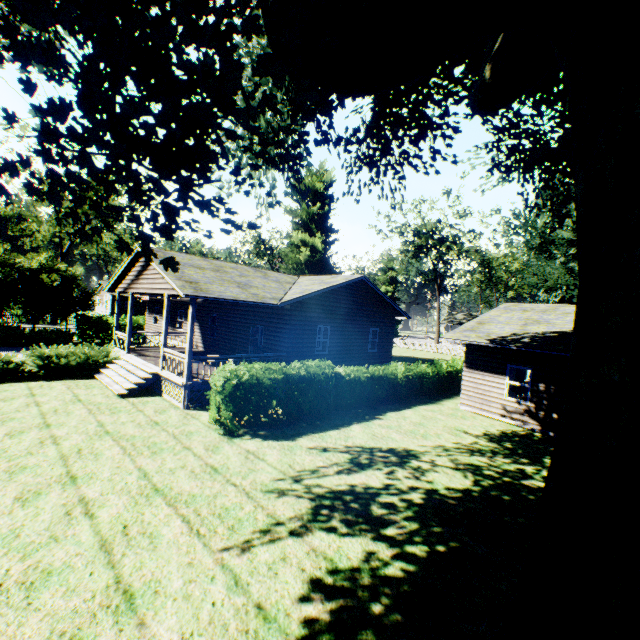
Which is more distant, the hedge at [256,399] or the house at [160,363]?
the house at [160,363]

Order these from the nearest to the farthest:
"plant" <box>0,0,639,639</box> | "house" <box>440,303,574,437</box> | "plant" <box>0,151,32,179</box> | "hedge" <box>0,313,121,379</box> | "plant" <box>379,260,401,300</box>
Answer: "plant" <box>0,0,639,639</box> < "plant" <box>0,151,32,179</box> < "house" <box>440,303,574,437</box> < "hedge" <box>0,313,121,379</box> < "plant" <box>379,260,401,300</box>

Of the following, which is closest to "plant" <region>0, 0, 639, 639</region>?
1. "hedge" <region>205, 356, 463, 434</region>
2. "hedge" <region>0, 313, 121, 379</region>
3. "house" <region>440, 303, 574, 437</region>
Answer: "hedge" <region>205, 356, 463, 434</region>

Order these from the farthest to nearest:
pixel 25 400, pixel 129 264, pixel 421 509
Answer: pixel 129 264
pixel 25 400
pixel 421 509

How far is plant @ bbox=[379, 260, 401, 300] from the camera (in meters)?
58.69

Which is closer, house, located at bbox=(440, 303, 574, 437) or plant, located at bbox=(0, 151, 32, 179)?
plant, located at bbox=(0, 151, 32, 179)

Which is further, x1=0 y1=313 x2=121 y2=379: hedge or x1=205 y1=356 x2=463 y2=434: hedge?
x1=0 y1=313 x2=121 y2=379: hedge

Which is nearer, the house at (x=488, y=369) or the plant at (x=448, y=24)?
the plant at (x=448, y=24)
